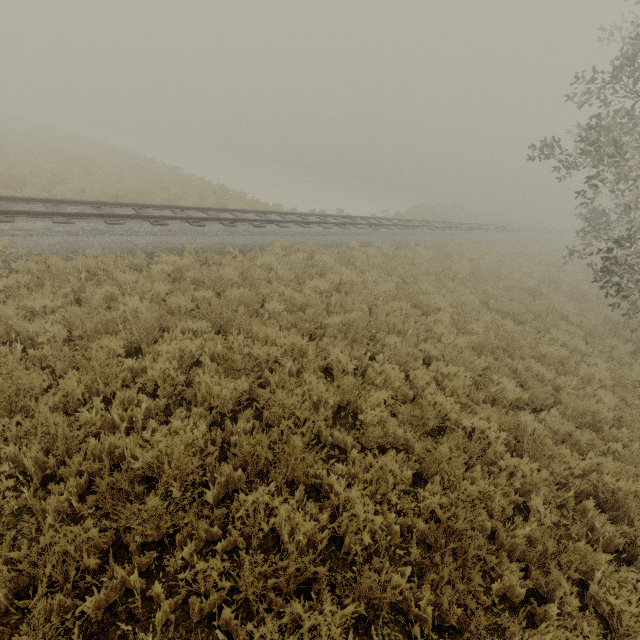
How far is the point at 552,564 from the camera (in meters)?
3.23
